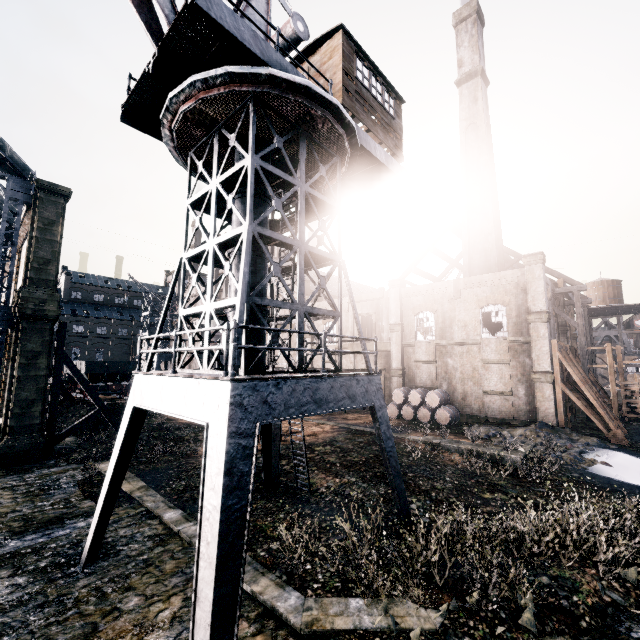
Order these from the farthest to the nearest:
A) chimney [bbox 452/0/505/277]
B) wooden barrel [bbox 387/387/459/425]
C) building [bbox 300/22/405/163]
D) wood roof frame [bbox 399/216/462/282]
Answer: wood roof frame [bbox 399/216/462/282]
chimney [bbox 452/0/505/277]
wooden barrel [bbox 387/387/459/425]
building [bbox 300/22/405/163]

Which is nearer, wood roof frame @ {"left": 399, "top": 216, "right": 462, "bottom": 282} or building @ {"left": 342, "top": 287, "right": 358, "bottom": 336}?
building @ {"left": 342, "top": 287, "right": 358, "bottom": 336}

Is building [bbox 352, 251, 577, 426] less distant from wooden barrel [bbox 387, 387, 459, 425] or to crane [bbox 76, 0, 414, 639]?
wooden barrel [bbox 387, 387, 459, 425]

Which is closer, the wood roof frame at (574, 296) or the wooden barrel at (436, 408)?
the wooden barrel at (436, 408)

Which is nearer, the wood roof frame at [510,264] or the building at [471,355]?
the building at [471,355]

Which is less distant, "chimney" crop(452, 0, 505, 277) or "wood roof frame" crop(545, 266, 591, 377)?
"wood roof frame" crop(545, 266, 591, 377)

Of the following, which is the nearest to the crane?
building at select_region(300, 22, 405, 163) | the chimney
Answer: building at select_region(300, 22, 405, 163)

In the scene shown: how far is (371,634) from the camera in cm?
747
